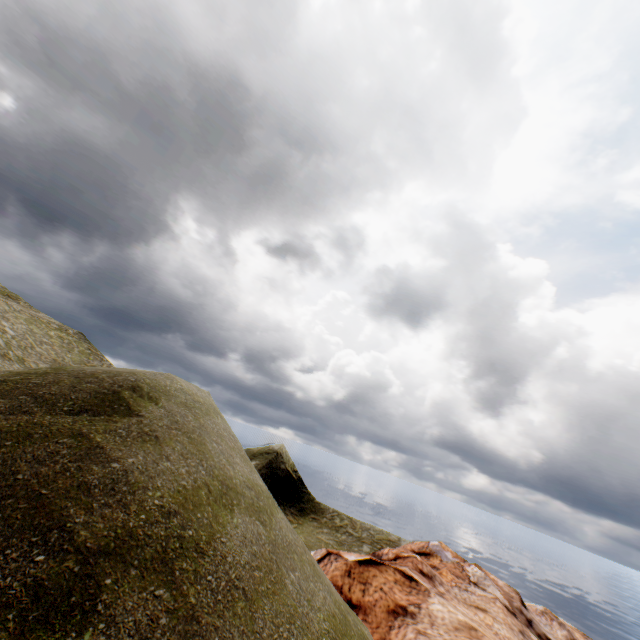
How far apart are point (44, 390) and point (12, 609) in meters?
4.8 m
